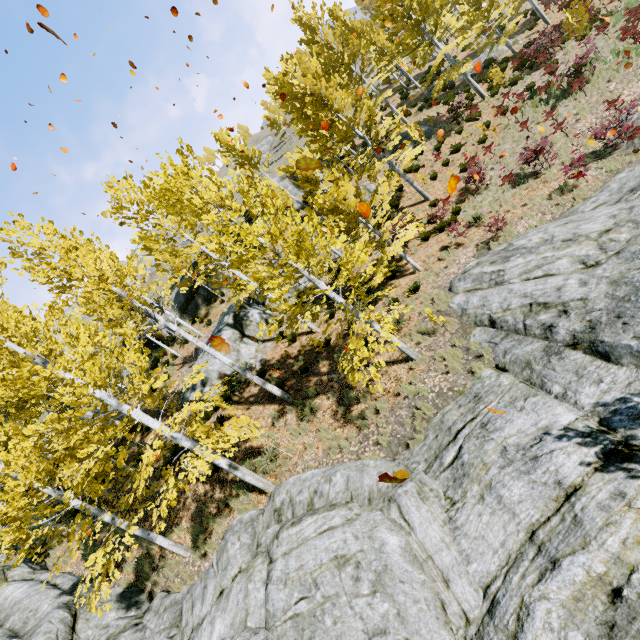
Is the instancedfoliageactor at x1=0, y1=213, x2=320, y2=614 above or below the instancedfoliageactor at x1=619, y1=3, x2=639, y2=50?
above

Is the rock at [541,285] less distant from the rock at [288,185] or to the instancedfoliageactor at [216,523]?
the instancedfoliageactor at [216,523]

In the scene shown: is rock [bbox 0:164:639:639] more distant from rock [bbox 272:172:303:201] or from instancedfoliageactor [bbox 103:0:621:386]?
rock [bbox 272:172:303:201]

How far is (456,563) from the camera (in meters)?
5.00

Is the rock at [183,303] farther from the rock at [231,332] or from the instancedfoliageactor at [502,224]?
the rock at [231,332]

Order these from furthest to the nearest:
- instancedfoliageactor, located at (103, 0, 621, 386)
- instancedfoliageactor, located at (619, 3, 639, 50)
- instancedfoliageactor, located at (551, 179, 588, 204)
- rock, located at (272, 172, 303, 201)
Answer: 1. rock, located at (272, 172, 303, 201)
2. instancedfoliageactor, located at (619, 3, 639, 50)
3. instancedfoliageactor, located at (551, 179, 588, 204)
4. instancedfoliageactor, located at (103, 0, 621, 386)

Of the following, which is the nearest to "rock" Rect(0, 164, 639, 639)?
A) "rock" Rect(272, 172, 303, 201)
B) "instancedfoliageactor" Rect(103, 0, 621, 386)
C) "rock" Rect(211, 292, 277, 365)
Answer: "instancedfoliageactor" Rect(103, 0, 621, 386)
